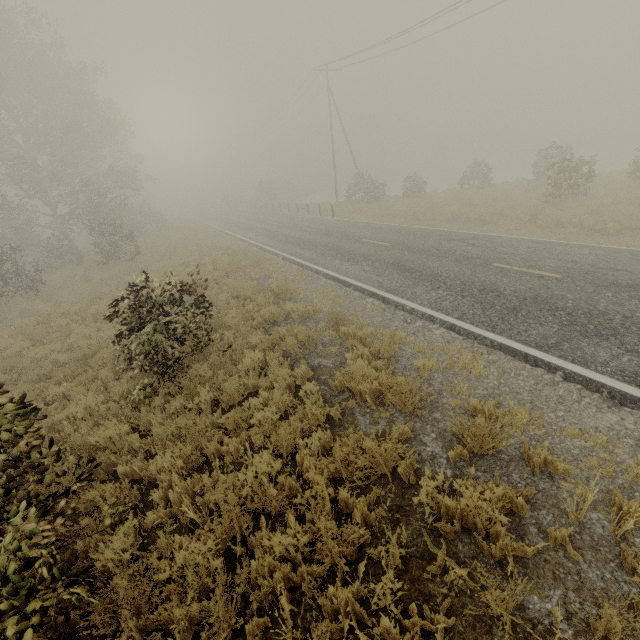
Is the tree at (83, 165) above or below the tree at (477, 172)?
above

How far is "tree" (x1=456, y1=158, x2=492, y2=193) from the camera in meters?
26.4 m

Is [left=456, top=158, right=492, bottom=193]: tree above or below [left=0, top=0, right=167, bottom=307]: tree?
below

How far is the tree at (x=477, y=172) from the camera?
26.4m

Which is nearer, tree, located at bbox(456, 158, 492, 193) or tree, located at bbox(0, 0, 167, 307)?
tree, located at bbox(0, 0, 167, 307)

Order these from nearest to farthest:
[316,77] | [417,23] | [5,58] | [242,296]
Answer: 1. [242,296]
2. [417,23]
3. [5,58]
4. [316,77]
